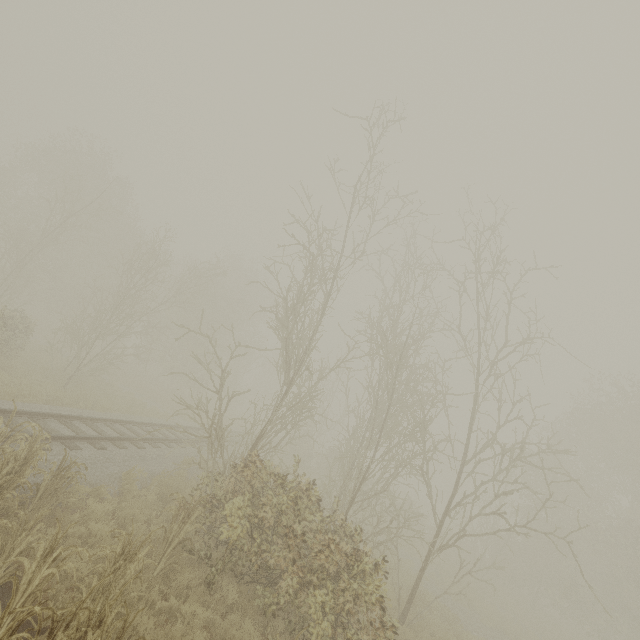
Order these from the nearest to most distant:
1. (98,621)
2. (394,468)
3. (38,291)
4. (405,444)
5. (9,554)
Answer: (98,621), (9,554), (394,468), (405,444), (38,291)
